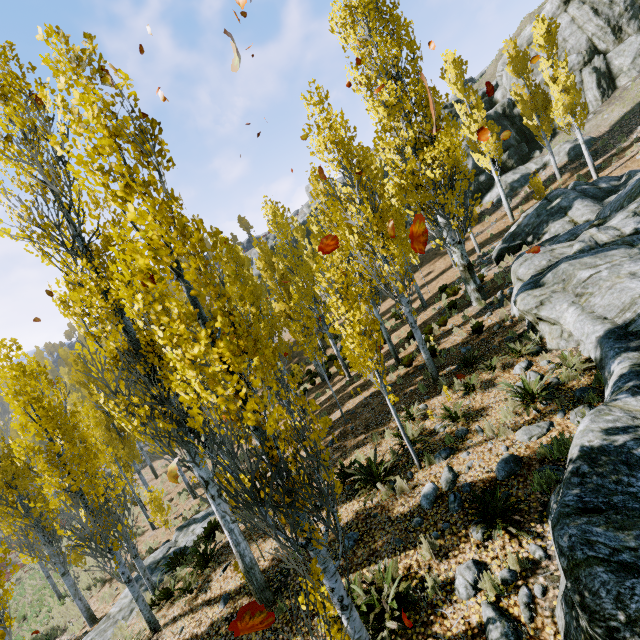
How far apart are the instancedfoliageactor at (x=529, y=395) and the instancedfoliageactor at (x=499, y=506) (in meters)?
2.32

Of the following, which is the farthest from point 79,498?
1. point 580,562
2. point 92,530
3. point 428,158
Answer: point 428,158

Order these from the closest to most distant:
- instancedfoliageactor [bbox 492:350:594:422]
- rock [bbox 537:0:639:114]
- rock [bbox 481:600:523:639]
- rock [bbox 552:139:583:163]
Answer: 1. rock [bbox 481:600:523:639]
2. instancedfoliageactor [bbox 492:350:594:422]
3. rock [bbox 552:139:583:163]
4. rock [bbox 537:0:639:114]

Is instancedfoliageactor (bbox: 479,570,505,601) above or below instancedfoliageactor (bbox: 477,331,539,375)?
below

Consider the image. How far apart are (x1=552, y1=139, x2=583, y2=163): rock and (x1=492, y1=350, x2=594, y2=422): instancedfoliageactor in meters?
26.9

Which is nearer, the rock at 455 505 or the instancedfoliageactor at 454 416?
the rock at 455 505

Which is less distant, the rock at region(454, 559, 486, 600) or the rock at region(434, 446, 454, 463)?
the rock at region(454, 559, 486, 600)

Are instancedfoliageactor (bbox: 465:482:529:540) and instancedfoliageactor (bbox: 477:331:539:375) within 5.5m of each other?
yes
